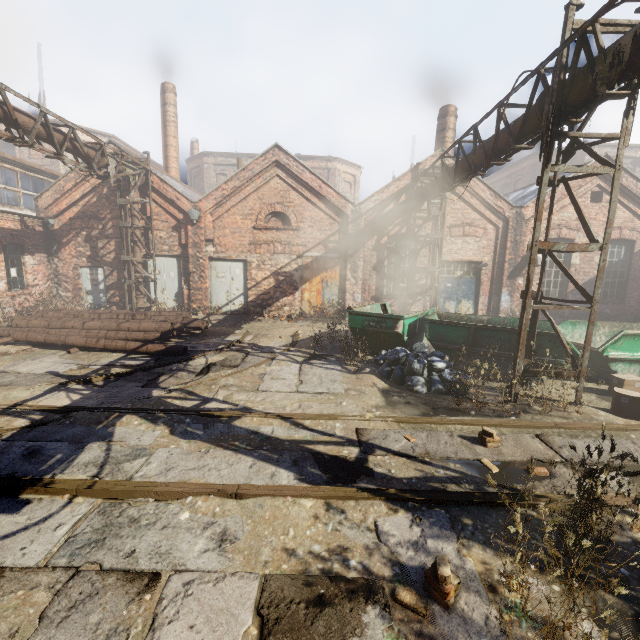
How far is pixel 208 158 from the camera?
33.56m

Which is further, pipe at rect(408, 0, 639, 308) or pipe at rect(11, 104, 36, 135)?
pipe at rect(11, 104, 36, 135)

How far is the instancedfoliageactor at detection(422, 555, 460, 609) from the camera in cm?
253

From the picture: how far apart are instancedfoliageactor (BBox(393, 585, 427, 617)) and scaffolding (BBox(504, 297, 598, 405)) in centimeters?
434cm

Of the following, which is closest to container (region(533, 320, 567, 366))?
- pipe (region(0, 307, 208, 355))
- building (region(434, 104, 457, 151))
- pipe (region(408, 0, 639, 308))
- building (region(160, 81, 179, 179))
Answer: pipe (region(408, 0, 639, 308))

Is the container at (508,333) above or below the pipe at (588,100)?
below

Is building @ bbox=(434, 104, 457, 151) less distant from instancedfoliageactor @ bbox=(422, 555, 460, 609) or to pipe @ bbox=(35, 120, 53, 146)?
pipe @ bbox=(35, 120, 53, 146)

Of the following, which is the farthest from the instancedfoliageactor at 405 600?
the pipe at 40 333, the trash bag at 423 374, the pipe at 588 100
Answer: the pipe at 40 333
